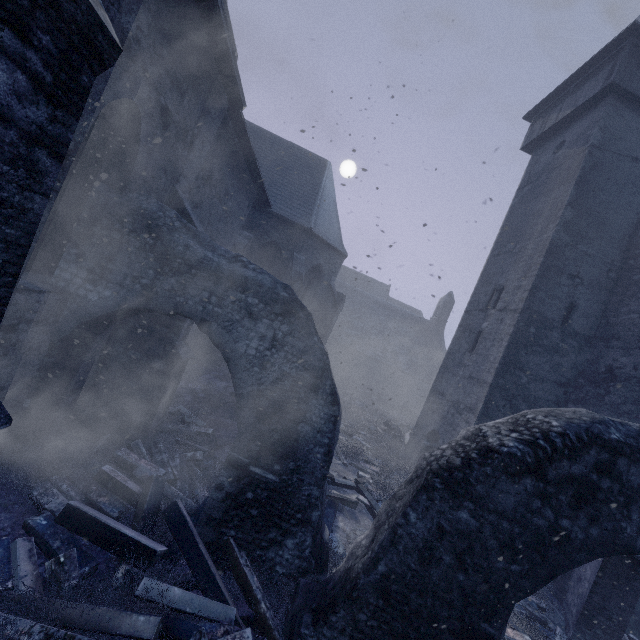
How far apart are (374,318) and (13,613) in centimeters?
3176cm

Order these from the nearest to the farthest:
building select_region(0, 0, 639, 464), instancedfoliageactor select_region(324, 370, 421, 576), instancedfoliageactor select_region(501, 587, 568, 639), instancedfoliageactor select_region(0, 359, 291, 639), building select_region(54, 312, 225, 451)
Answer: building select_region(0, 0, 639, 464) < instancedfoliageactor select_region(0, 359, 291, 639) < instancedfoliageactor select_region(501, 587, 568, 639) < building select_region(54, 312, 225, 451) < instancedfoliageactor select_region(324, 370, 421, 576)

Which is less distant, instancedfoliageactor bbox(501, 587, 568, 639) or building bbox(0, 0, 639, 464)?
building bbox(0, 0, 639, 464)

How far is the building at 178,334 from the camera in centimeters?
591cm

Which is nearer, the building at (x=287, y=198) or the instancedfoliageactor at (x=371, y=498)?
the building at (x=287, y=198)

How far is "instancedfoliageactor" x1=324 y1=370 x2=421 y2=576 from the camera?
6.68m

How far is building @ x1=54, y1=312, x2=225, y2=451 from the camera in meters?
5.9 m

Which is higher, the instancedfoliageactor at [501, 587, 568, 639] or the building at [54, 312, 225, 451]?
the building at [54, 312, 225, 451]
